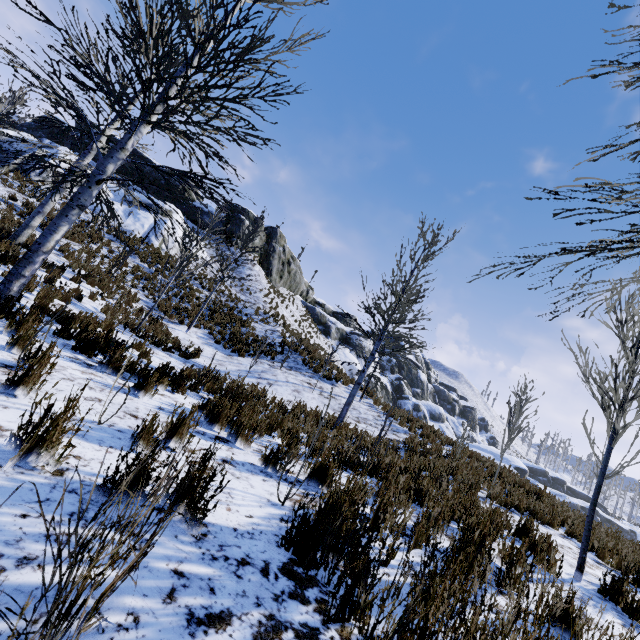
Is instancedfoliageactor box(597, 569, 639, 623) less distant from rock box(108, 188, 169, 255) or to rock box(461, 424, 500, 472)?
rock box(461, 424, 500, 472)

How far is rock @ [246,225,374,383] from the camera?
34.78m

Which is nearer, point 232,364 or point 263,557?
point 263,557

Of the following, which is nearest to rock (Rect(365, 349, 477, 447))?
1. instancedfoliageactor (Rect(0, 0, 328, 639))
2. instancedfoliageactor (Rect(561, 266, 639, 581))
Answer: instancedfoliageactor (Rect(561, 266, 639, 581))

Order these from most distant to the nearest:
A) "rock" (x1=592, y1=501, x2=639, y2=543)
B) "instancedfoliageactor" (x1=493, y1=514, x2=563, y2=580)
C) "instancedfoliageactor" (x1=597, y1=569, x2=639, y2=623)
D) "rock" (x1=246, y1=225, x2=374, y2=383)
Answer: "rock" (x1=246, y1=225, x2=374, y2=383) → "rock" (x1=592, y1=501, x2=639, y2=543) → "instancedfoliageactor" (x1=597, y1=569, x2=639, y2=623) → "instancedfoliageactor" (x1=493, y1=514, x2=563, y2=580)

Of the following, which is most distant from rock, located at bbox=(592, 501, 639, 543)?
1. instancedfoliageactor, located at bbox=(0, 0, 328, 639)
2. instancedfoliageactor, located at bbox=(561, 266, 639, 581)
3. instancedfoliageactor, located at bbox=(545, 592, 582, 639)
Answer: instancedfoliageactor, located at bbox=(545, 592, 582, 639)

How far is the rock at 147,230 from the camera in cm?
2061

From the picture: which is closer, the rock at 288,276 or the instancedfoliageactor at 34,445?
the instancedfoliageactor at 34,445
